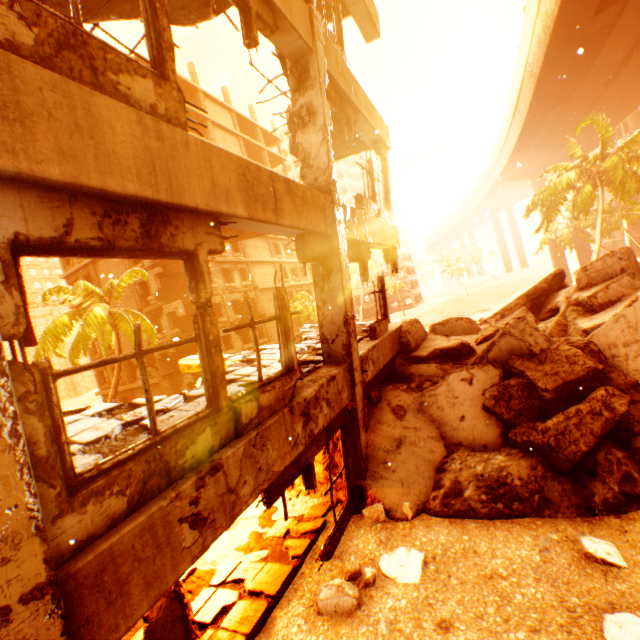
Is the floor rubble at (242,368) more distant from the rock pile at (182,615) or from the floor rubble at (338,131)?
the floor rubble at (338,131)

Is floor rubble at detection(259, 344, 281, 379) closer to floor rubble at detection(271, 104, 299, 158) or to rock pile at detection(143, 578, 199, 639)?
rock pile at detection(143, 578, 199, 639)

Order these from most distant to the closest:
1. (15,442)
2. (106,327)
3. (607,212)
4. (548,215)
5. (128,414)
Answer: (607,212) < (548,215) < (106,327) < (128,414) < (15,442)

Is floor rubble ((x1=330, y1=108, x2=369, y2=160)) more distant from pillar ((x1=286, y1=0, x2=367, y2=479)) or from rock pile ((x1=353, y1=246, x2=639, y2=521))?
rock pile ((x1=353, y1=246, x2=639, y2=521))

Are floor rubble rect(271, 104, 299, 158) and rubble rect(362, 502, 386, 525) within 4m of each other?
no

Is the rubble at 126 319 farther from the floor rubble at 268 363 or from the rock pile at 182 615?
the floor rubble at 268 363

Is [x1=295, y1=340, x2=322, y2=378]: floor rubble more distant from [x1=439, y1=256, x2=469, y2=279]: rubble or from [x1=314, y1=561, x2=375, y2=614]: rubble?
[x1=439, y1=256, x2=469, y2=279]: rubble

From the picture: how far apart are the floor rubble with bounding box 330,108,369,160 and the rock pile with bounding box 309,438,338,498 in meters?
6.2
